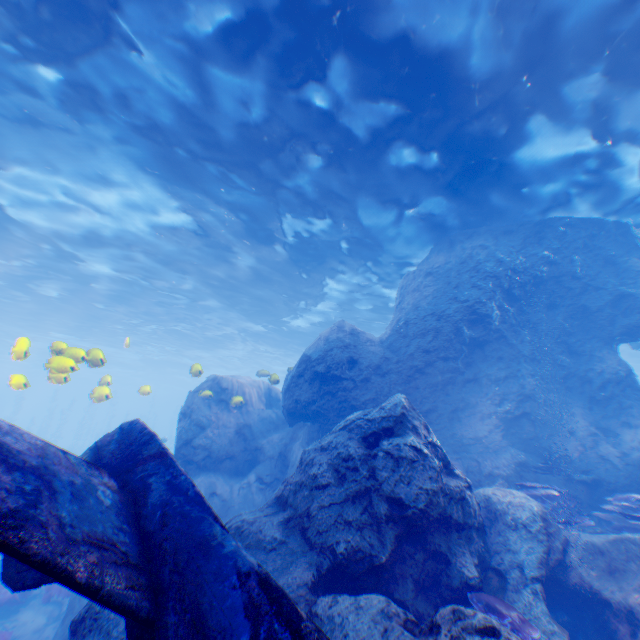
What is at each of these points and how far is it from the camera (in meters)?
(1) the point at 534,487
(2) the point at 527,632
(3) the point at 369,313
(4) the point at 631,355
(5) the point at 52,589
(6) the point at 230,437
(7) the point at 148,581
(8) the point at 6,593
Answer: (1) instancedfoliageactor, 8.75
(2) instancedfoliageactor, 4.21
(3) light, 23.09
(4) light, 29.06
(5) instancedfoliageactor, 10.55
(6) rock, 12.09
(7) plane, 2.66
(8) instancedfoliageactor, 10.45

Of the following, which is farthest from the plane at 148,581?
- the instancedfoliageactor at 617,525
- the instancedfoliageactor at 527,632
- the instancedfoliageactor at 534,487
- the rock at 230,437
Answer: the instancedfoliageactor at 617,525

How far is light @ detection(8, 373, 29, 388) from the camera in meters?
7.0 m

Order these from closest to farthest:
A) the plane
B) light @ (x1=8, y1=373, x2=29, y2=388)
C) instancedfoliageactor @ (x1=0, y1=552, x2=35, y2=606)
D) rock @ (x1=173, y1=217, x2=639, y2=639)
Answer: A:
the plane
rock @ (x1=173, y1=217, x2=639, y2=639)
light @ (x1=8, y1=373, x2=29, y2=388)
instancedfoliageactor @ (x1=0, y1=552, x2=35, y2=606)

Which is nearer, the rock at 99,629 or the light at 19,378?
the rock at 99,629

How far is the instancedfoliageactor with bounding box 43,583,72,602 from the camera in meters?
10.2 m

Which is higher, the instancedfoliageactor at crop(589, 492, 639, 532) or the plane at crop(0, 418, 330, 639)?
the plane at crop(0, 418, 330, 639)

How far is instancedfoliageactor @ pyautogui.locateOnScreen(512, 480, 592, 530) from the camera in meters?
7.7
